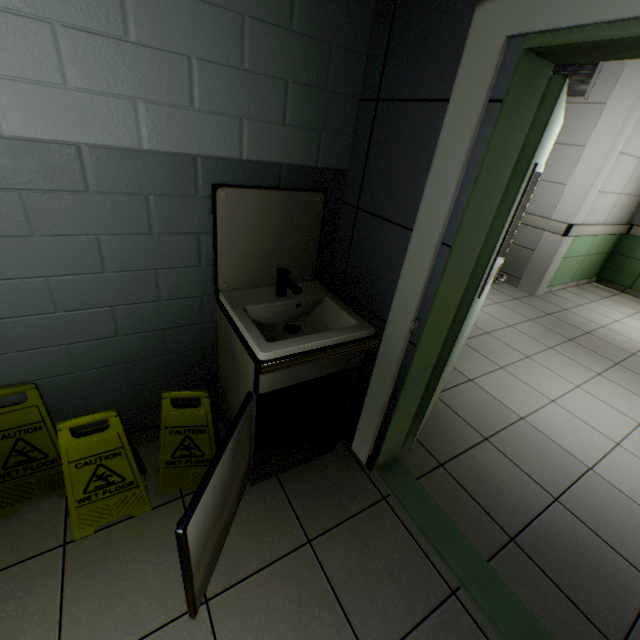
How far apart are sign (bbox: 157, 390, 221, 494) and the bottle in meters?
0.3

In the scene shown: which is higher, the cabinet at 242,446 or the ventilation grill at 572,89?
the ventilation grill at 572,89

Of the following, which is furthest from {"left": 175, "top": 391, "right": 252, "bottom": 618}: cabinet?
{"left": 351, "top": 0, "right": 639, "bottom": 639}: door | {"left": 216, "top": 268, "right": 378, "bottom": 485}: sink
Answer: {"left": 351, "top": 0, "right": 639, "bottom": 639}: door

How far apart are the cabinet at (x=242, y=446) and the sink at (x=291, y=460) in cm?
1

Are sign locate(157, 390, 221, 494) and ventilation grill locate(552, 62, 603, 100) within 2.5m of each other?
no

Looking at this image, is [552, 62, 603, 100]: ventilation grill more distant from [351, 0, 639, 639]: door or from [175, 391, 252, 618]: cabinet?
[175, 391, 252, 618]: cabinet

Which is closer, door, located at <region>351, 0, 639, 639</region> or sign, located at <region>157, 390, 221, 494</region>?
door, located at <region>351, 0, 639, 639</region>

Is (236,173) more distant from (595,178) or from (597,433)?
(595,178)
